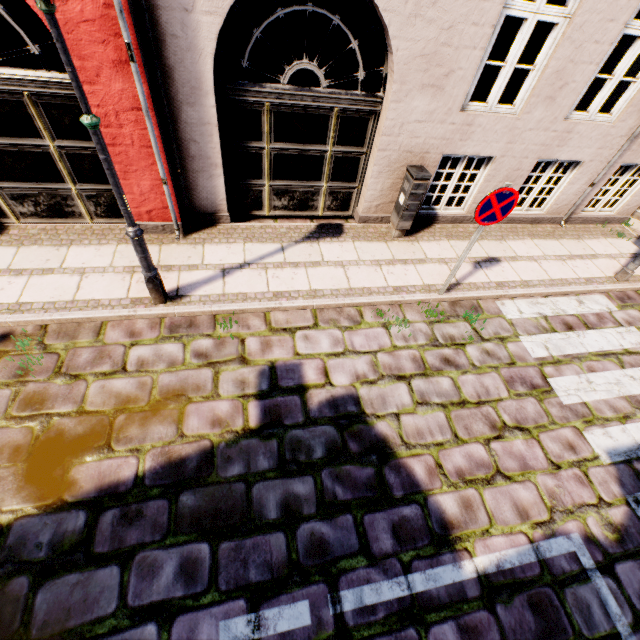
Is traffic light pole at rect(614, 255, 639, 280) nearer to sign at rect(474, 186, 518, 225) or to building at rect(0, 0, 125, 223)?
building at rect(0, 0, 125, 223)

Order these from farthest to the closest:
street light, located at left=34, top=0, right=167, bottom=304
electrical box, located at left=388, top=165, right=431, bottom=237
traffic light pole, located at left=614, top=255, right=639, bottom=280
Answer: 1. traffic light pole, located at left=614, top=255, right=639, bottom=280
2. electrical box, located at left=388, top=165, right=431, bottom=237
3. street light, located at left=34, top=0, right=167, bottom=304

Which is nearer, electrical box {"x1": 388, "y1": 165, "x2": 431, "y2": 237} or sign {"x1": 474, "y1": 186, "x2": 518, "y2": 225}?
sign {"x1": 474, "y1": 186, "x2": 518, "y2": 225}

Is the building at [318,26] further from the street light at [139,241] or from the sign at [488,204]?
the sign at [488,204]

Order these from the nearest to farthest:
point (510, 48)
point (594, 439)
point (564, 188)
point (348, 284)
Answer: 1. point (594, 439)
2. point (348, 284)
3. point (564, 188)
4. point (510, 48)

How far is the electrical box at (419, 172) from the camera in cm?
532

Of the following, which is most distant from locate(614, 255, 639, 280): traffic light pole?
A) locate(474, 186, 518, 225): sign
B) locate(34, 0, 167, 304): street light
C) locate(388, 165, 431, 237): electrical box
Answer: locate(34, 0, 167, 304): street light

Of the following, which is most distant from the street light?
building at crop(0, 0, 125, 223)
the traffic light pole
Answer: the traffic light pole
